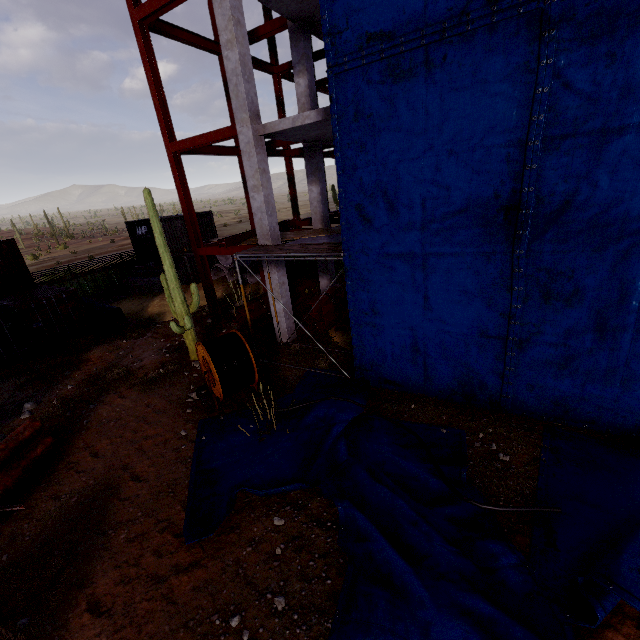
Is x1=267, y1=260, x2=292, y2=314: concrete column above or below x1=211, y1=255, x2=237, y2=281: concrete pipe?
above

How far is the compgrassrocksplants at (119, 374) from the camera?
10.3m

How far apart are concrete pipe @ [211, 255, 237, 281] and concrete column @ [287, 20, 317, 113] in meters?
10.8 m

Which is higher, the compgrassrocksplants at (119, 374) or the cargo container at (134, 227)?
the cargo container at (134, 227)

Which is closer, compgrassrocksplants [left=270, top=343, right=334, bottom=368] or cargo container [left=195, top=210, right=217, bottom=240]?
compgrassrocksplants [left=270, top=343, right=334, bottom=368]

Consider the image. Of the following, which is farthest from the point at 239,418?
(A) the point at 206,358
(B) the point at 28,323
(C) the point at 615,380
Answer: (B) the point at 28,323

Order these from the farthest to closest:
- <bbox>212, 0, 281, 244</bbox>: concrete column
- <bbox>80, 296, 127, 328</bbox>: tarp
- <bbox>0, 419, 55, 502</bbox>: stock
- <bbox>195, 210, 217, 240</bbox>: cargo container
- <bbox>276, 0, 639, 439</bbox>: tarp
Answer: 1. <bbox>195, 210, 217, 240</bbox>: cargo container
2. <bbox>80, 296, 127, 328</bbox>: tarp
3. <bbox>212, 0, 281, 244</bbox>: concrete column
4. <bbox>0, 419, 55, 502</bbox>: stock
5. <bbox>276, 0, 639, 439</bbox>: tarp

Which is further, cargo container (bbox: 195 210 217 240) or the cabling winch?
cargo container (bbox: 195 210 217 240)
